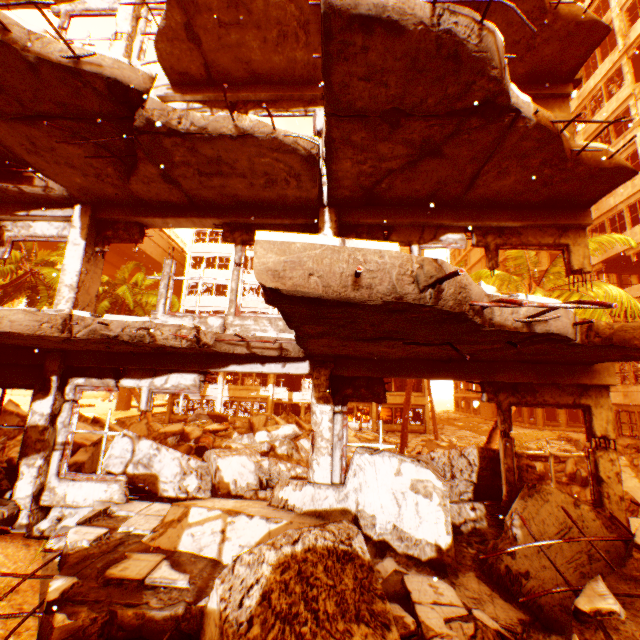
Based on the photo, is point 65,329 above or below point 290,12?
below

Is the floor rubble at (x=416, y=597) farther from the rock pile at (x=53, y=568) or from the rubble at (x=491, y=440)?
the rubble at (x=491, y=440)

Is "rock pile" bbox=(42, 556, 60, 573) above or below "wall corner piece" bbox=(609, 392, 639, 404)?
below

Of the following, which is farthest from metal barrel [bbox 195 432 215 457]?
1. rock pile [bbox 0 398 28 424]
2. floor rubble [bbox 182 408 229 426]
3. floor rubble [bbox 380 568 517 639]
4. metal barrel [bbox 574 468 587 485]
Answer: metal barrel [bbox 574 468 587 485]

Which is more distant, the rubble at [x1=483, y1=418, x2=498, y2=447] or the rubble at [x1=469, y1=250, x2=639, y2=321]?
the rubble at [x1=483, y1=418, x2=498, y2=447]

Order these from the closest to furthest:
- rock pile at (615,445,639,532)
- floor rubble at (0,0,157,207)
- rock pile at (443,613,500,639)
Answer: rock pile at (443,613,500,639) → floor rubble at (0,0,157,207) → rock pile at (615,445,639,532)

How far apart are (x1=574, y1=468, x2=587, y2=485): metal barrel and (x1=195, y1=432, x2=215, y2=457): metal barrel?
12.87m

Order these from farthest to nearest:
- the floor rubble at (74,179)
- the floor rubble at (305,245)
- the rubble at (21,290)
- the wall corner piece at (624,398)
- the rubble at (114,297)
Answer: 1. the rubble at (114,297)
2. the wall corner piece at (624,398)
3. the rubble at (21,290)
4. the floor rubble at (74,179)
5. the floor rubble at (305,245)
